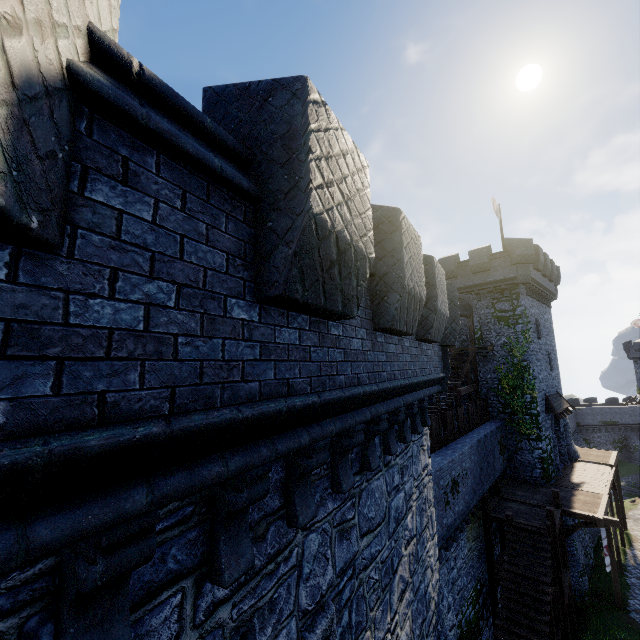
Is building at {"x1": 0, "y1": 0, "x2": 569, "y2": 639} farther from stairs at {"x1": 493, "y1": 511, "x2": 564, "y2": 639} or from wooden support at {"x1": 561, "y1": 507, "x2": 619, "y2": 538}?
wooden support at {"x1": 561, "y1": 507, "x2": 619, "y2": 538}

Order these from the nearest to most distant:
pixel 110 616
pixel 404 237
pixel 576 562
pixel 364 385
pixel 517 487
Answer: pixel 110 616
pixel 364 385
pixel 404 237
pixel 576 562
pixel 517 487

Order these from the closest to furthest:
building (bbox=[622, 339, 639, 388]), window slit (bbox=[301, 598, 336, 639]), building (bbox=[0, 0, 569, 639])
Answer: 1. building (bbox=[0, 0, 569, 639])
2. window slit (bbox=[301, 598, 336, 639])
3. building (bbox=[622, 339, 639, 388])

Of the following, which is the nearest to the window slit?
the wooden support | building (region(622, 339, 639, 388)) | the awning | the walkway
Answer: the walkway

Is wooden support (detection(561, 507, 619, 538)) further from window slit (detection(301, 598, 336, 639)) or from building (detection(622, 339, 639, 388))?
building (detection(622, 339, 639, 388))

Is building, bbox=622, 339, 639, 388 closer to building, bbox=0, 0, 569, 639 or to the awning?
the awning

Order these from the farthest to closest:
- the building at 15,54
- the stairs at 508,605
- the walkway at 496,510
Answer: the walkway at 496,510 → the stairs at 508,605 → the building at 15,54

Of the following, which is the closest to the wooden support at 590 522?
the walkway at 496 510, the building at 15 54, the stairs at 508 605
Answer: the walkway at 496 510
